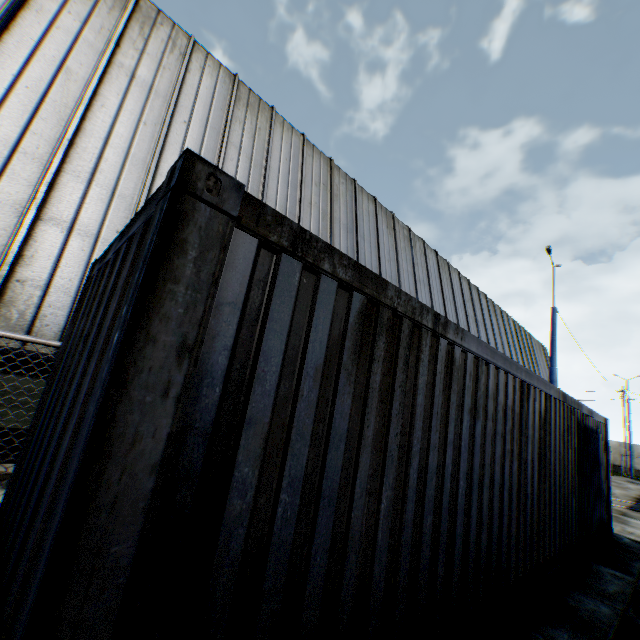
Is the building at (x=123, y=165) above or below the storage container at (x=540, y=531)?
above

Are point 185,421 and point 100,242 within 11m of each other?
yes

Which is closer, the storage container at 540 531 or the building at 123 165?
the storage container at 540 531

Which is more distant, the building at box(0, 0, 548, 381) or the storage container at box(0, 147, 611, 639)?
the building at box(0, 0, 548, 381)

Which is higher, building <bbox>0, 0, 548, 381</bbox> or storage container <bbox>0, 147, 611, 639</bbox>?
building <bbox>0, 0, 548, 381</bbox>
